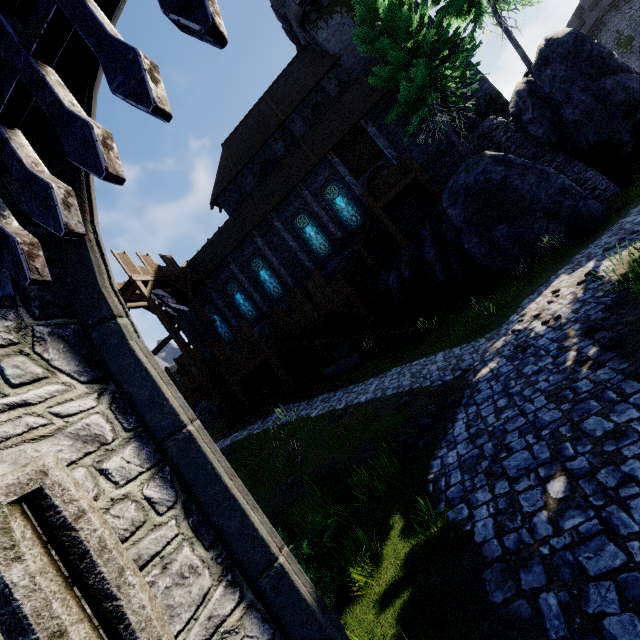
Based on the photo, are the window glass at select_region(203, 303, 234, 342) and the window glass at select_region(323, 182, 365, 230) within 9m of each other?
no

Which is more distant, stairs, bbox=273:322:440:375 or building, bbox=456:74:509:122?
building, bbox=456:74:509:122

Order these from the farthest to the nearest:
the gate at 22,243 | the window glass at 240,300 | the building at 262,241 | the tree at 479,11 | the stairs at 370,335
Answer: the window glass at 240,300, the building at 262,241, the stairs at 370,335, the tree at 479,11, the gate at 22,243

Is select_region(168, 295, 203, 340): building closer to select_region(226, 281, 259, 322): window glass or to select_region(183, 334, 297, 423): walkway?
select_region(226, 281, 259, 322): window glass

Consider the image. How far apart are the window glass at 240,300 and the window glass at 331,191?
9.51m

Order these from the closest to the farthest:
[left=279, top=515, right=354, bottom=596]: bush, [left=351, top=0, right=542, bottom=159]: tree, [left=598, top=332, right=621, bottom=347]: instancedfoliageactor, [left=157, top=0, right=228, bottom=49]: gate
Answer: [left=157, top=0, right=228, bottom=49]: gate, [left=279, top=515, right=354, bottom=596]: bush, [left=598, top=332, right=621, bottom=347]: instancedfoliageactor, [left=351, top=0, right=542, bottom=159]: tree

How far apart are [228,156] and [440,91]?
19.77m

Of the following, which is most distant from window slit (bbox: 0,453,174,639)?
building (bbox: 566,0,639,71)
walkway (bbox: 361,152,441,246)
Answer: building (bbox: 566,0,639,71)
